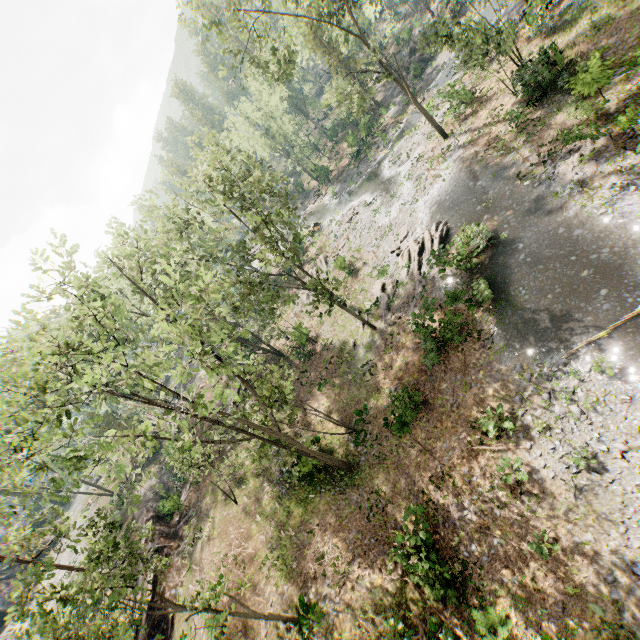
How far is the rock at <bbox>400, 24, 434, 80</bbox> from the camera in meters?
43.4 m

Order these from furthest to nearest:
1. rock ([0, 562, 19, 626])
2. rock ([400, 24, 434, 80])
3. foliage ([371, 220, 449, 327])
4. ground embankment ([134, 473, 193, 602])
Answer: rock ([400, 24, 434, 80]) → rock ([0, 562, 19, 626]) → ground embankment ([134, 473, 193, 602]) → foliage ([371, 220, 449, 327])

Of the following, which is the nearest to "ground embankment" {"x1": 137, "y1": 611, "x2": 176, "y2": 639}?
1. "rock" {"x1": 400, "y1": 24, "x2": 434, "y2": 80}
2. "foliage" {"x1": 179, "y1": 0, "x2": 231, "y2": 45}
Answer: "foliage" {"x1": 179, "y1": 0, "x2": 231, "y2": 45}

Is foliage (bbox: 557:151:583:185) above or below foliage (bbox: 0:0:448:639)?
below

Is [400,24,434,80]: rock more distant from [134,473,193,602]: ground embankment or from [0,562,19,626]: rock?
[0,562,19,626]: rock

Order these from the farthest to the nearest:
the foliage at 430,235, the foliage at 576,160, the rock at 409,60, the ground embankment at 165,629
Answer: the rock at 409,60, the foliage at 430,235, the ground embankment at 165,629, the foliage at 576,160

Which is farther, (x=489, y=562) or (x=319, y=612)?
(x=319, y=612)

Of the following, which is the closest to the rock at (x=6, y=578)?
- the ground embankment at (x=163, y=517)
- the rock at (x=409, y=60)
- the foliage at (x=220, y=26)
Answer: the foliage at (x=220, y=26)
